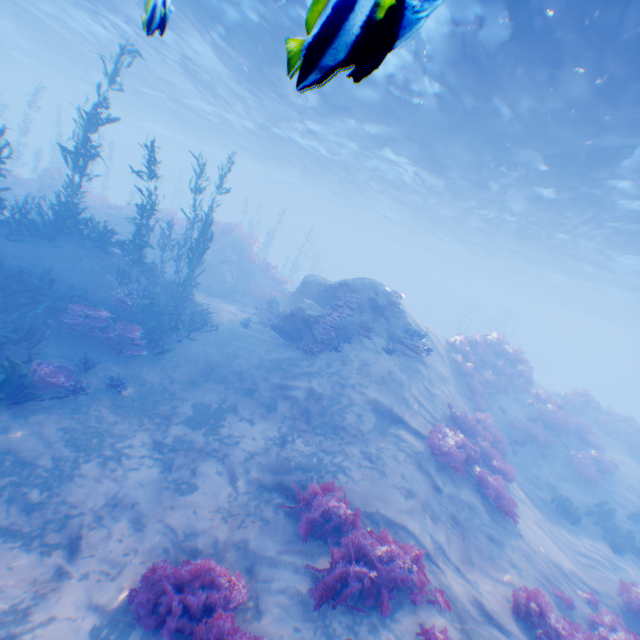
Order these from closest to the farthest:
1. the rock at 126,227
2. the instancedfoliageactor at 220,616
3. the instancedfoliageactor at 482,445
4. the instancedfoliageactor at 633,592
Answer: the instancedfoliageactor at 220,616, the instancedfoliageactor at 633,592, the instancedfoliageactor at 482,445, the rock at 126,227

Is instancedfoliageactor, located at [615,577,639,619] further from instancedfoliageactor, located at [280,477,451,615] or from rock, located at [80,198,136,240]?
rock, located at [80,198,136,240]

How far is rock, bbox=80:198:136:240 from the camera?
20.0m

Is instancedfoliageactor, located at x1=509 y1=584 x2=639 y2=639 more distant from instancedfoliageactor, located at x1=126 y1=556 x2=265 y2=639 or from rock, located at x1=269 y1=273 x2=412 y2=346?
instancedfoliageactor, located at x1=126 y1=556 x2=265 y2=639

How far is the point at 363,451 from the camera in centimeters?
909cm

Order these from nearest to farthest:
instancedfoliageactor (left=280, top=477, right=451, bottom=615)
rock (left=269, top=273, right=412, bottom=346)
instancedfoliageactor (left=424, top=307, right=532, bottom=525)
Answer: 1. instancedfoliageactor (left=280, top=477, right=451, bottom=615)
2. instancedfoliageactor (left=424, top=307, right=532, bottom=525)
3. rock (left=269, top=273, right=412, bottom=346)

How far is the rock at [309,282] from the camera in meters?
13.5 m

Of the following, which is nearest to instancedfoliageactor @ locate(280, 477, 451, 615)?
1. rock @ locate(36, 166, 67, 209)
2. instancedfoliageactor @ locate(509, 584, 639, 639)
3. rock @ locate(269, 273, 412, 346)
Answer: instancedfoliageactor @ locate(509, 584, 639, 639)
